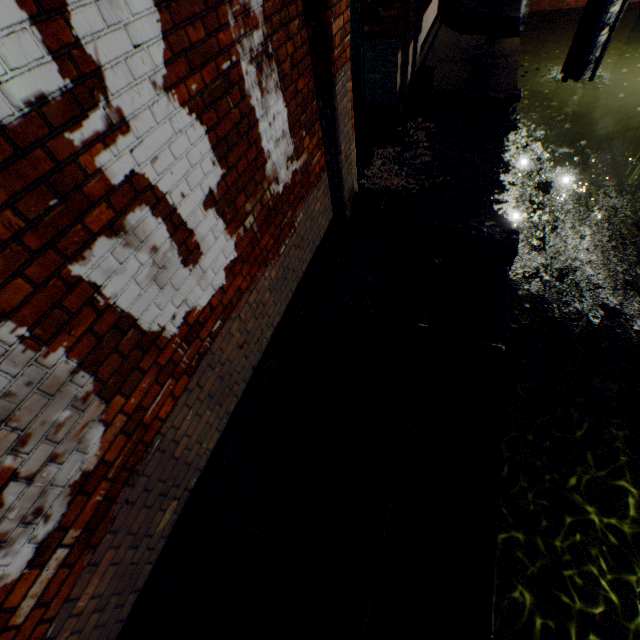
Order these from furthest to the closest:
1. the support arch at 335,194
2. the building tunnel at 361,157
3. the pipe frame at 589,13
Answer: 1. the pipe frame at 589,13
2. the building tunnel at 361,157
3. the support arch at 335,194

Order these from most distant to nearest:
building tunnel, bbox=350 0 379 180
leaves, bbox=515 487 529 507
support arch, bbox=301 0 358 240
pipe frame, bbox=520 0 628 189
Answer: pipe frame, bbox=520 0 628 189 < building tunnel, bbox=350 0 379 180 < leaves, bbox=515 487 529 507 < support arch, bbox=301 0 358 240

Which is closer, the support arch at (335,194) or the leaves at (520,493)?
the support arch at (335,194)

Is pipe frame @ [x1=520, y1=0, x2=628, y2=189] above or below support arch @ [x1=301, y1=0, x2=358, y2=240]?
below

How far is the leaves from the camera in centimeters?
368cm

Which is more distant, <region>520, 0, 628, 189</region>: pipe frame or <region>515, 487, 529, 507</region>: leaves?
<region>520, 0, 628, 189</region>: pipe frame

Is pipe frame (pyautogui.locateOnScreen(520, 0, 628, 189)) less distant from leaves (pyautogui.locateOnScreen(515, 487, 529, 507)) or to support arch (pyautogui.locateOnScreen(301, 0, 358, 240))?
support arch (pyautogui.locateOnScreen(301, 0, 358, 240))

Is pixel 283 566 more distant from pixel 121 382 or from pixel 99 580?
pixel 121 382
